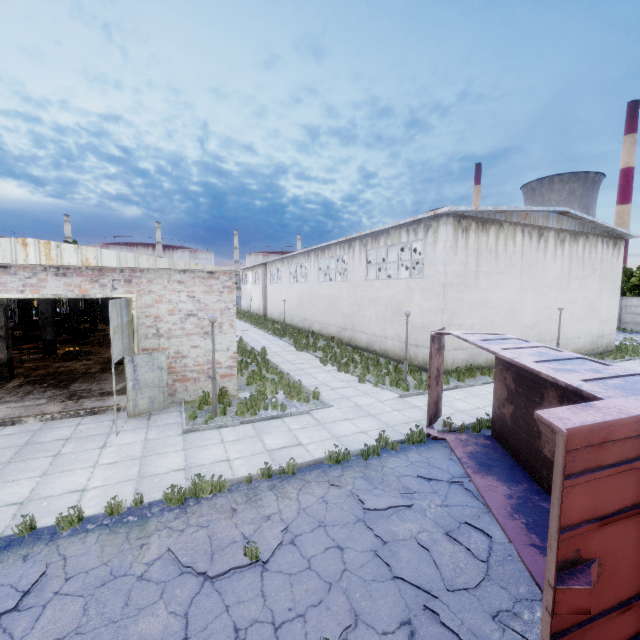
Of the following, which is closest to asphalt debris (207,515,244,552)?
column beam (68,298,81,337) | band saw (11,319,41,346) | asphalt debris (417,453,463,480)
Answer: asphalt debris (417,453,463,480)

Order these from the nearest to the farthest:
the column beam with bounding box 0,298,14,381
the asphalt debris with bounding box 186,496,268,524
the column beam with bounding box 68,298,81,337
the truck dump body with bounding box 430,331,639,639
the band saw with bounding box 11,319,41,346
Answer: the truck dump body with bounding box 430,331,639,639 < the asphalt debris with bounding box 186,496,268,524 < the column beam with bounding box 0,298,14,381 < the band saw with bounding box 11,319,41,346 < the column beam with bounding box 68,298,81,337

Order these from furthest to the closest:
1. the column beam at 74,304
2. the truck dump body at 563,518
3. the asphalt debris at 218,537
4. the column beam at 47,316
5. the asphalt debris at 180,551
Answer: the column beam at 74,304 < the column beam at 47,316 < the asphalt debris at 218,537 < the asphalt debris at 180,551 < the truck dump body at 563,518

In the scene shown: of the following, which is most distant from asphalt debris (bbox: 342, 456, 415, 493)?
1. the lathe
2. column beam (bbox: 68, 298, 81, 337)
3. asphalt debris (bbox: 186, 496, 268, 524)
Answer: the lathe

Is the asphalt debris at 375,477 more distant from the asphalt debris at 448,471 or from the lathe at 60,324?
the lathe at 60,324

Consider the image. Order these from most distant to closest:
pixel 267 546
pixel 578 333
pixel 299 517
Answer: pixel 578 333
pixel 299 517
pixel 267 546

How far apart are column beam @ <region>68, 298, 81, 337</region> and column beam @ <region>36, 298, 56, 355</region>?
5.3 meters

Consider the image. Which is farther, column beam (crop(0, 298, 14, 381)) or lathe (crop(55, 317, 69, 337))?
lathe (crop(55, 317, 69, 337))
